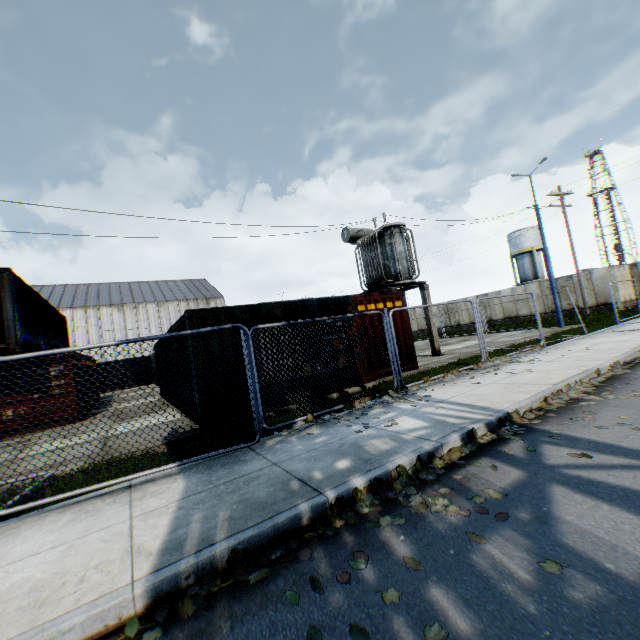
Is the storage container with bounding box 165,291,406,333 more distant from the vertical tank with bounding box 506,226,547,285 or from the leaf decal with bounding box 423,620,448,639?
the vertical tank with bounding box 506,226,547,285

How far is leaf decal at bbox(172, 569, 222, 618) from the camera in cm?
249

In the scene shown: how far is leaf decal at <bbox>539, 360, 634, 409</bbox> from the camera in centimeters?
586cm

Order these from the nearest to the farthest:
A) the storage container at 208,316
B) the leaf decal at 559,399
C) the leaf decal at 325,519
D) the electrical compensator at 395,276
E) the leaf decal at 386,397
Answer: the leaf decal at 325,519, the leaf decal at 559,399, the leaf decal at 386,397, the storage container at 208,316, the electrical compensator at 395,276

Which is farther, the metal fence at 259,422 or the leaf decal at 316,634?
the metal fence at 259,422

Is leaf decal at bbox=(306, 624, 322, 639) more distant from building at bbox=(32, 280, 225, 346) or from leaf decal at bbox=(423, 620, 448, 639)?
building at bbox=(32, 280, 225, 346)

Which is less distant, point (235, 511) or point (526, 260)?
point (235, 511)

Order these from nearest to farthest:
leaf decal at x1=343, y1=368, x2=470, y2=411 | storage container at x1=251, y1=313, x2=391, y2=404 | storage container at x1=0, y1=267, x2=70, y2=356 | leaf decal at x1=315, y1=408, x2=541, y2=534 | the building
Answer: leaf decal at x1=315, y1=408, x2=541, y2=534 < leaf decal at x1=343, y1=368, x2=470, y2=411 < storage container at x1=251, y1=313, x2=391, y2=404 < storage container at x1=0, y1=267, x2=70, y2=356 < the building
